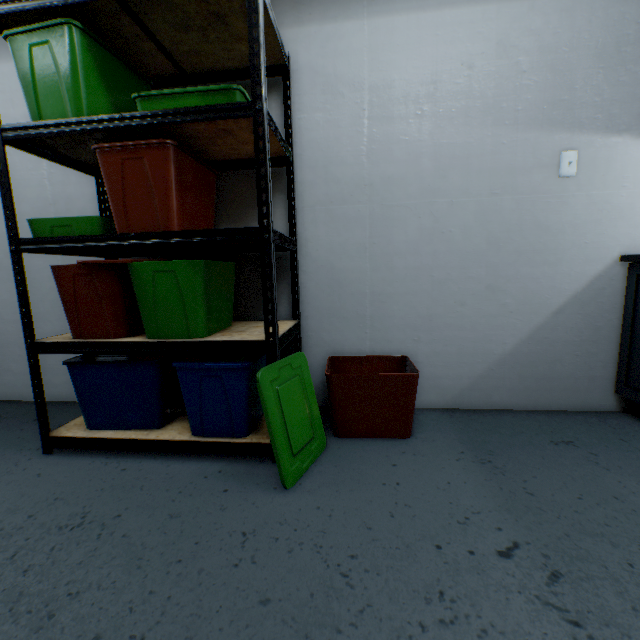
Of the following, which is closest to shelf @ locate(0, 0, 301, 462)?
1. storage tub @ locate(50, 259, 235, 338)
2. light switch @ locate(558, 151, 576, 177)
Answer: storage tub @ locate(50, 259, 235, 338)

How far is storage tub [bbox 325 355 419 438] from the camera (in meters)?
1.56

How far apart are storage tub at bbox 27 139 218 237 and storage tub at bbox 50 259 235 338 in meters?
0.1 m

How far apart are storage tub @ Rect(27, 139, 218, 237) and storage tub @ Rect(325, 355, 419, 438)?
0.7m

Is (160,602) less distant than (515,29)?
Yes

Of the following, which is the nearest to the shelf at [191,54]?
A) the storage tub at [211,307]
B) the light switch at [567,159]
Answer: the storage tub at [211,307]

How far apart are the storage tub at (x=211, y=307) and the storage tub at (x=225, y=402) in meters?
0.1 m

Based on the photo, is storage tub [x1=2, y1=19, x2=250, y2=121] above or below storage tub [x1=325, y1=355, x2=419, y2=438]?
above
